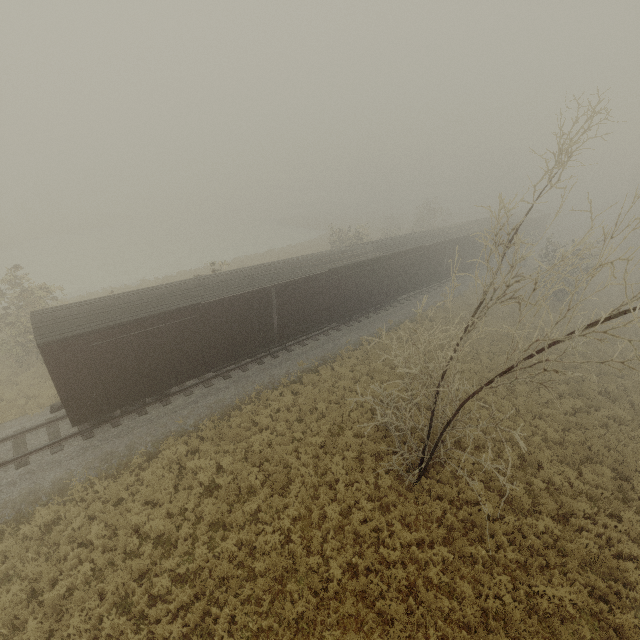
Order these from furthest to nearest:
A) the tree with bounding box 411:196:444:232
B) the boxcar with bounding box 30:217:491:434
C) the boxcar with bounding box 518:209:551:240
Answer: the tree with bounding box 411:196:444:232, the boxcar with bounding box 518:209:551:240, the boxcar with bounding box 30:217:491:434

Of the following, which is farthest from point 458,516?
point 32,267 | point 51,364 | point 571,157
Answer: point 32,267

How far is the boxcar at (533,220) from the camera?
37.9 meters

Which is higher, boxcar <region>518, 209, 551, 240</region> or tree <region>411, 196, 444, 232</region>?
boxcar <region>518, 209, 551, 240</region>

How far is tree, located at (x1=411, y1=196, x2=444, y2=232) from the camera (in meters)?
45.50

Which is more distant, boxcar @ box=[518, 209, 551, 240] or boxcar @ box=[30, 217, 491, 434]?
boxcar @ box=[518, 209, 551, 240]

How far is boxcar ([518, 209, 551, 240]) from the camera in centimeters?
3791cm

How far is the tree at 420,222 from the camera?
45.5 meters
